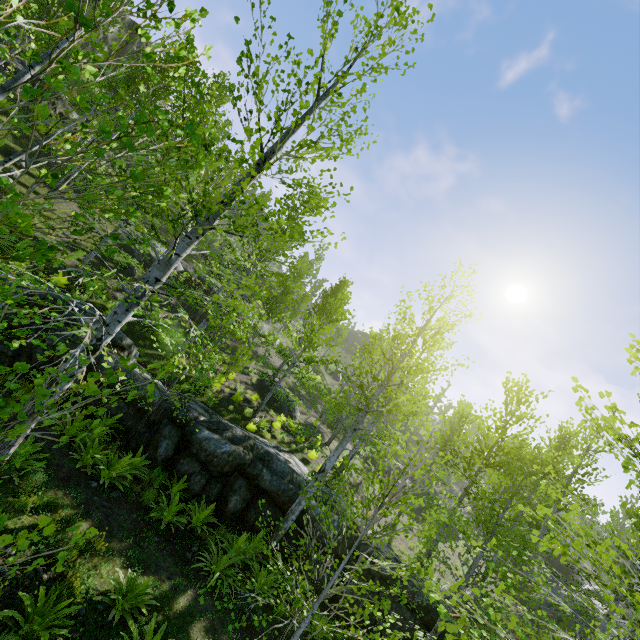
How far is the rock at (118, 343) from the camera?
9.3 meters

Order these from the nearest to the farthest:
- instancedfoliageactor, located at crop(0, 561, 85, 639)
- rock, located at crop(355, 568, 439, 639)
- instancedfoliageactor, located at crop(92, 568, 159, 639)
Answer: instancedfoliageactor, located at crop(0, 561, 85, 639)
instancedfoliageactor, located at crop(92, 568, 159, 639)
rock, located at crop(355, 568, 439, 639)

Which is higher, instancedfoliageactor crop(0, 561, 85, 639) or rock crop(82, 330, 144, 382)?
rock crop(82, 330, 144, 382)

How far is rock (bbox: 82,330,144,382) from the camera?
9.3m

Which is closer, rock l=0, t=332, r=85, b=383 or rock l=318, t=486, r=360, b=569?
rock l=0, t=332, r=85, b=383

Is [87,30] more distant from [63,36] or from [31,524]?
[31,524]
